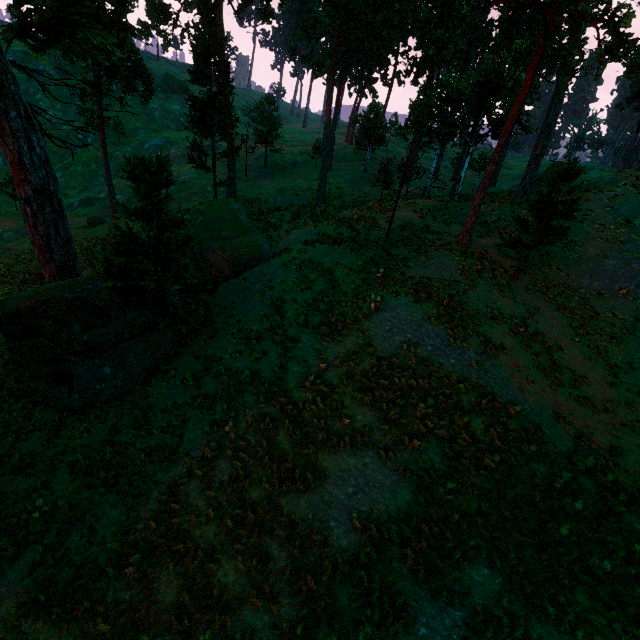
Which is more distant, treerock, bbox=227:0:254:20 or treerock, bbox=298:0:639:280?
treerock, bbox=227:0:254:20

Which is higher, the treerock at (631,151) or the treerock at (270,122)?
the treerock at (631,151)

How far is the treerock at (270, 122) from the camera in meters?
41.5

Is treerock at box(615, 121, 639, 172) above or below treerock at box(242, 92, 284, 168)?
above

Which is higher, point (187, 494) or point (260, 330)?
point (260, 330)

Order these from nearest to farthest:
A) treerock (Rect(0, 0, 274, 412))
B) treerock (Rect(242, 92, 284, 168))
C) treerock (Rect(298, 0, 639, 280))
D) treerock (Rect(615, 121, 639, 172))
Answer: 1. treerock (Rect(0, 0, 274, 412))
2. treerock (Rect(298, 0, 639, 280))
3. treerock (Rect(615, 121, 639, 172))
4. treerock (Rect(242, 92, 284, 168))
